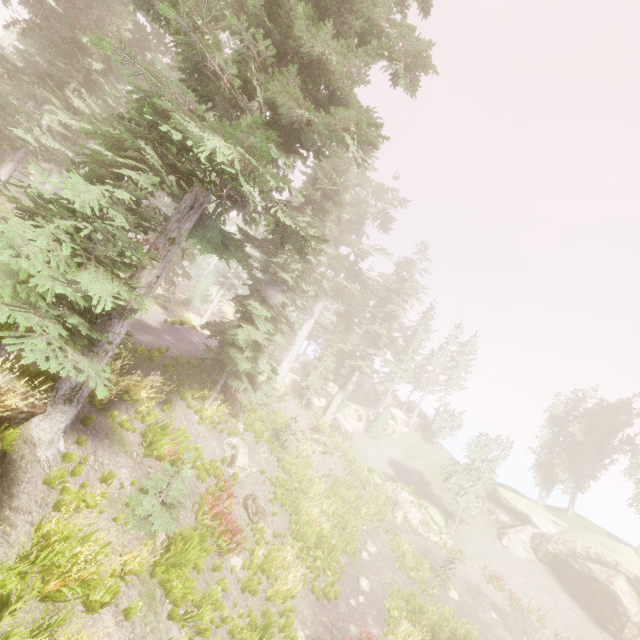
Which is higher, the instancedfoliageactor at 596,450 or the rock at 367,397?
the instancedfoliageactor at 596,450

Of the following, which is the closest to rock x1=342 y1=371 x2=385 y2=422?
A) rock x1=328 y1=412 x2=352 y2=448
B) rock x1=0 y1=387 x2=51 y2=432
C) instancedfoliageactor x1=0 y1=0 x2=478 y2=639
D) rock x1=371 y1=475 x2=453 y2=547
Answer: instancedfoliageactor x1=0 y1=0 x2=478 y2=639

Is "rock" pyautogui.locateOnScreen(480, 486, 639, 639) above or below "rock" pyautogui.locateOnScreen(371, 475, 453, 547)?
above

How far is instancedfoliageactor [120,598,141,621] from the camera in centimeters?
611cm

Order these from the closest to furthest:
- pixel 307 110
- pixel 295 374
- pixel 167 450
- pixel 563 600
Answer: pixel 307 110 < pixel 167 450 < pixel 563 600 < pixel 295 374

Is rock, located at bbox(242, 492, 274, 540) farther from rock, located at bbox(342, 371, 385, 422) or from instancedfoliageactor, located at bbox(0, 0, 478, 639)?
rock, located at bbox(342, 371, 385, 422)

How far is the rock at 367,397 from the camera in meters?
40.3 m

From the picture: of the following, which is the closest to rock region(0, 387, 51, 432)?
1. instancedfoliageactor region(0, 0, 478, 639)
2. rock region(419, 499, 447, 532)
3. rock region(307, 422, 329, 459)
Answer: instancedfoliageactor region(0, 0, 478, 639)
